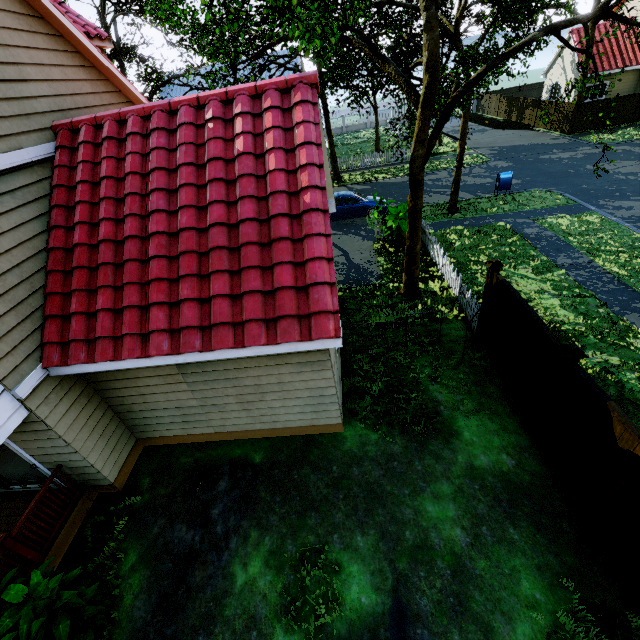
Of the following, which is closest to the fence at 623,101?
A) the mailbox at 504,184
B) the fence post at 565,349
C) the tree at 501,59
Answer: the fence post at 565,349

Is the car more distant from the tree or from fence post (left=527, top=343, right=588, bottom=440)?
fence post (left=527, top=343, right=588, bottom=440)

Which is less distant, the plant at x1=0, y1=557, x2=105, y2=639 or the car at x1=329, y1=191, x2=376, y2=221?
the plant at x1=0, y1=557, x2=105, y2=639

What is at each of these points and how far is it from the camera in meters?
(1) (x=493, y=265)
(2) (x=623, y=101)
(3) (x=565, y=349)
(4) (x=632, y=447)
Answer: (1) fence post, 7.4 m
(2) fence, 25.0 m
(3) fence post, 5.1 m
(4) fence, 4.1 m

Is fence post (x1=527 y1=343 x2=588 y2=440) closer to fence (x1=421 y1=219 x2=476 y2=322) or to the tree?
fence (x1=421 y1=219 x2=476 y2=322)

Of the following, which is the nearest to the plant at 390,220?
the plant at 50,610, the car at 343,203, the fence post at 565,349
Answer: the car at 343,203

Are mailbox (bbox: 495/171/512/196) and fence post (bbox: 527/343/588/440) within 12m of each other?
no

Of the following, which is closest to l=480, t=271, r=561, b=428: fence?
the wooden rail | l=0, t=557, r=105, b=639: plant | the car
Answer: the car
